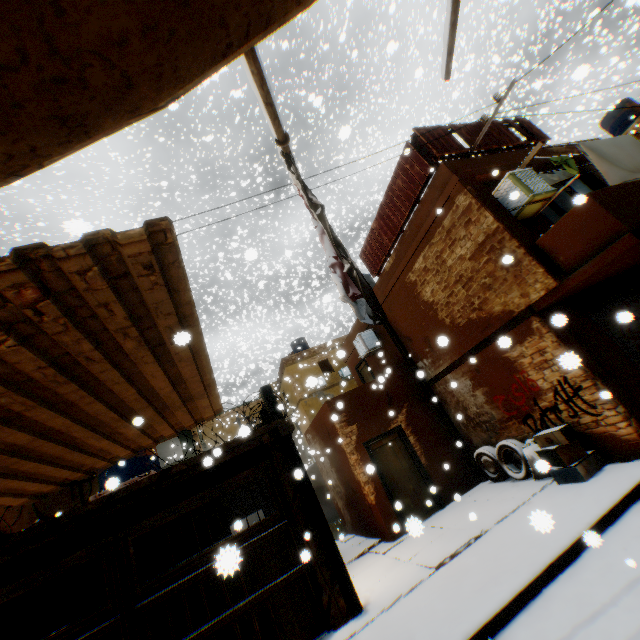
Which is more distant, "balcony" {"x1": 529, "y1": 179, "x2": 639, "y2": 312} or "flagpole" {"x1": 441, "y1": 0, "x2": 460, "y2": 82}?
"balcony" {"x1": 529, "y1": 179, "x2": 639, "y2": 312}

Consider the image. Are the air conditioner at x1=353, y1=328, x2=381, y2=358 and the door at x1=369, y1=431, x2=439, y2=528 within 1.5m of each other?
no

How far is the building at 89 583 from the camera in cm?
920

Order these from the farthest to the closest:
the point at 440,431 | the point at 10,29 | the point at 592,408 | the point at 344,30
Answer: the point at 440,431 < the point at 344,30 < the point at 592,408 < the point at 10,29

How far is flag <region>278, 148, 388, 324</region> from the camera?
2.65m

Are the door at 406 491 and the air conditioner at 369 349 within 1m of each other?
no

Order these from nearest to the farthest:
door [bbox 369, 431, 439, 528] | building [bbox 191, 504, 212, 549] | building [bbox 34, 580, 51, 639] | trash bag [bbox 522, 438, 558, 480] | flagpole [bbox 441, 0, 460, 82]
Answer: flagpole [bbox 441, 0, 460, 82]
trash bag [bbox 522, 438, 558, 480]
building [bbox 34, 580, 51, 639]
door [bbox 369, 431, 439, 528]
building [bbox 191, 504, 212, 549]

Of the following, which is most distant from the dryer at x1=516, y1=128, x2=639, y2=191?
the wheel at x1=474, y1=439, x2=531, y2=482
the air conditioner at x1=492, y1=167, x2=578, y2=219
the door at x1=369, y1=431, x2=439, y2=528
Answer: the wheel at x1=474, y1=439, x2=531, y2=482
